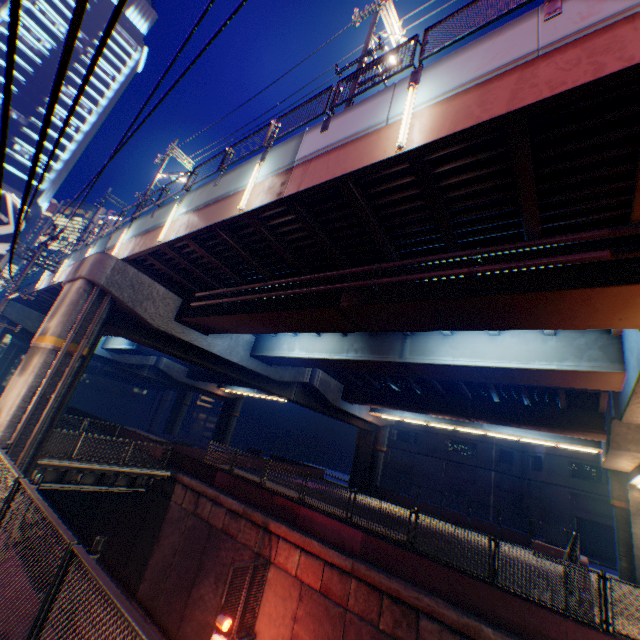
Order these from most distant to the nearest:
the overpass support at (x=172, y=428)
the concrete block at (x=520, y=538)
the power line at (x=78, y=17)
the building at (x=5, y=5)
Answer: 1. the overpass support at (x=172, y=428)
2. the building at (x=5, y=5)
3. the concrete block at (x=520, y=538)
4. the power line at (x=78, y=17)

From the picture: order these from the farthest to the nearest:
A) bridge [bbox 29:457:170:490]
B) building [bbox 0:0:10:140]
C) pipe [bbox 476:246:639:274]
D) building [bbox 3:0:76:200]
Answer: building [bbox 3:0:76:200] < building [bbox 0:0:10:140] < bridge [bbox 29:457:170:490] < pipe [bbox 476:246:639:274]

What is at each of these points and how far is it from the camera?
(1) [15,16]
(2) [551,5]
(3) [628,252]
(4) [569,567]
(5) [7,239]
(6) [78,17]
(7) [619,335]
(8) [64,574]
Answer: (1) power line, 1.62m
(2) metal fence, 5.68m
(3) pipe, 6.13m
(4) metal fence, 8.63m
(5) billboard, 22.05m
(6) power line, 1.50m
(7) overpass support, 10.27m
(8) metal fence, 2.84m

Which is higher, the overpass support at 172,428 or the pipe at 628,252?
the pipe at 628,252

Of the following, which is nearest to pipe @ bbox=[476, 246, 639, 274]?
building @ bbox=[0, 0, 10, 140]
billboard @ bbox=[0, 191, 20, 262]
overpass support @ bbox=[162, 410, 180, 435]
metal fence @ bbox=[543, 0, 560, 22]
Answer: metal fence @ bbox=[543, 0, 560, 22]

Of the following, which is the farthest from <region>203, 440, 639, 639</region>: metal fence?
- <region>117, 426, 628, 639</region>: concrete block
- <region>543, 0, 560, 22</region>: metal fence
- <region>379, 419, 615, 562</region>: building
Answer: <region>379, 419, 615, 562</region>: building

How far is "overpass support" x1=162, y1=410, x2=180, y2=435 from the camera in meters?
58.8

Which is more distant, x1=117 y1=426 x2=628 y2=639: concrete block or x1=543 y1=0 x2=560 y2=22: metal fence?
x1=117 y1=426 x2=628 y2=639: concrete block
